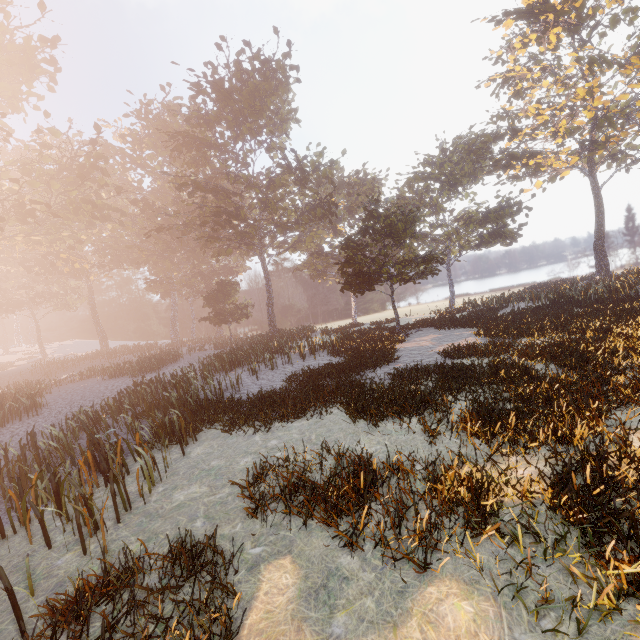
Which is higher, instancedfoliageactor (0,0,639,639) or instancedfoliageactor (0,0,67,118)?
instancedfoliageactor (0,0,67,118)

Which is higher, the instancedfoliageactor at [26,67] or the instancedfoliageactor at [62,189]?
the instancedfoliageactor at [26,67]

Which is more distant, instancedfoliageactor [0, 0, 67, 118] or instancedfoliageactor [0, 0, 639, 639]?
instancedfoliageactor [0, 0, 67, 118]

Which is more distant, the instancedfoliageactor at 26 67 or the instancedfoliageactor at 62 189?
the instancedfoliageactor at 26 67

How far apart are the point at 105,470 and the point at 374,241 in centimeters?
3775cm
